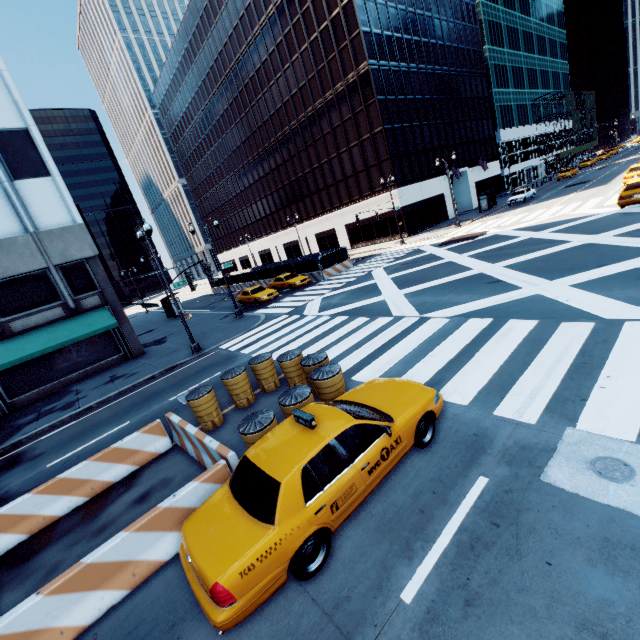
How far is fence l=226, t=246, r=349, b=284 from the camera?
30.12m

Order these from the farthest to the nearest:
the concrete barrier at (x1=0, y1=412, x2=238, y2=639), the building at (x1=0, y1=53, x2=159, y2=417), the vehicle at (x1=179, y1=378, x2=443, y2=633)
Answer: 1. the building at (x1=0, y1=53, x2=159, y2=417)
2. the concrete barrier at (x1=0, y1=412, x2=238, y2=639)
3. the vehicle at (x1=179, y1=378, x2=443, y2=633)

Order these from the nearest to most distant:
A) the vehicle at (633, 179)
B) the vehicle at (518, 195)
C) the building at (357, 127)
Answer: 1. the vehicle at (633, 179)
2. the building at (357, 127)
3. the vehicle at (518, 195)

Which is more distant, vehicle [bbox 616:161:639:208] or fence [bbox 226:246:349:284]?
fence [bbox 226:246:349:284]

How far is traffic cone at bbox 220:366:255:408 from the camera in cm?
985

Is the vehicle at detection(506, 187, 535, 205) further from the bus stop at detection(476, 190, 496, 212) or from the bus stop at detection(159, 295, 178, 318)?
the bus stop at detection(159, 295, 178, 318)

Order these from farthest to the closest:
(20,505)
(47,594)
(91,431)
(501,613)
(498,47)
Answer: (498,47)
(91,431)
(20,505)
(47,594)
(501,613)

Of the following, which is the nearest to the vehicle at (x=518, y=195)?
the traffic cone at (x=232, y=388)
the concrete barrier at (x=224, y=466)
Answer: the traffic cone at (x=232, y=388)
